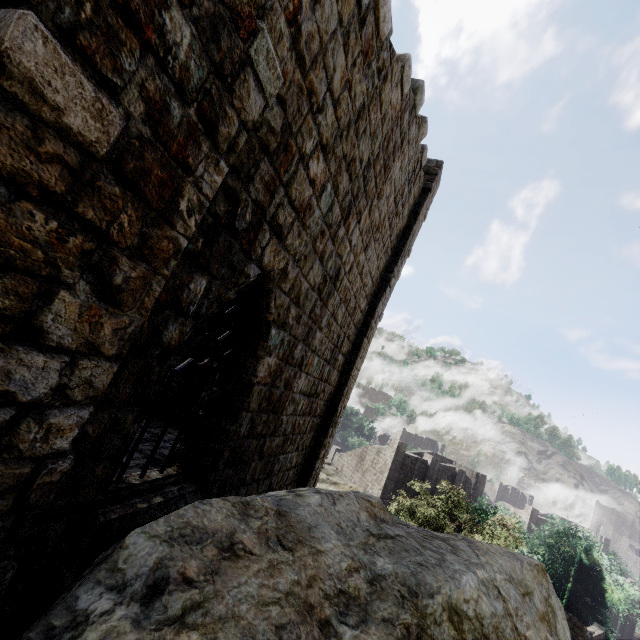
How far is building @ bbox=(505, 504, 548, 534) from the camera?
48.8m

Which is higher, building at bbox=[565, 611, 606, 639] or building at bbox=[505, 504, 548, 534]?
building at bbox=[505, 504, 548, 534]

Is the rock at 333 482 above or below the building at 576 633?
above

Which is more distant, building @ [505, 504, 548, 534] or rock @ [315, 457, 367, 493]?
building @ [505, 504, 548, 534]

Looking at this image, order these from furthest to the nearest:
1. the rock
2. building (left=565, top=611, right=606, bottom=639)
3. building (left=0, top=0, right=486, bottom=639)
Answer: building (left=565, top=611, right=606, bottom=639) < the rock < building (left=0, top=0, right=486, bottom=639)

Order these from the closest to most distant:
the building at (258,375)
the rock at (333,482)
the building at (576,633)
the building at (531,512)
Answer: the building at (258,375) → the rock at (333,482) → the building at (576,633) → the building at (531,512)

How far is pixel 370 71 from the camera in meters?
4.8 m

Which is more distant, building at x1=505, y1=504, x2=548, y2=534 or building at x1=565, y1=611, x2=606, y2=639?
building at x1=505, y1=504, x2=548, y2=534
